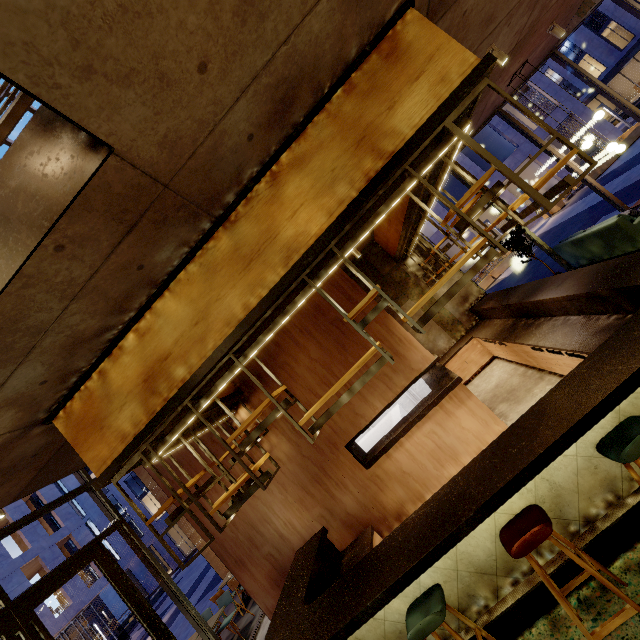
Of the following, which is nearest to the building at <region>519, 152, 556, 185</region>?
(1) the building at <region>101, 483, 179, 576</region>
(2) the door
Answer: (1) the building at <region>101, 483, 179, 576</region>

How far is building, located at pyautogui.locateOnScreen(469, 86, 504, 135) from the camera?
7.16m

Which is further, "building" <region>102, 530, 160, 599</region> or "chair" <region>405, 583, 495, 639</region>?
"building" <region>102, 530, 160, 599</region>

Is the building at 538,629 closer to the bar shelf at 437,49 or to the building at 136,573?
the bar shelf at 437,49

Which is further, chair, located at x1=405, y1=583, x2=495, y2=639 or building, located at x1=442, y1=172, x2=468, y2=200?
building, located at x1=442, y1=172, x2=468, y2=200

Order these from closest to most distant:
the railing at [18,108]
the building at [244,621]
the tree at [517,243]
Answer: the railing at [18,108]
the building at [244,621]
the tree at [517,243]

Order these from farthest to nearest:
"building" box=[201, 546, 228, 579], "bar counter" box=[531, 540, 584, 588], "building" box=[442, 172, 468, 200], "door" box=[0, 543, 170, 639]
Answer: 1. "building" box=[442, 172, 468, 200]
2. "building" box=[201, 546, 228, 579]
3. "door" box=[0, 543, 170, 639]
4. "bar counter" box=[531, 540, 584, 588]

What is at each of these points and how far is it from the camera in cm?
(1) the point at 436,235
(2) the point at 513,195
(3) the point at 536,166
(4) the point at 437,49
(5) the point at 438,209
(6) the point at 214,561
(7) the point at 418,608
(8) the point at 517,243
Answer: (1) building, 2548
(2) building, 2452
(3) building, 2483
(4) bar shelf, 290
(5) building, 2548
(6) building, 1035
(7) chair, 258
(8) tree, 838
